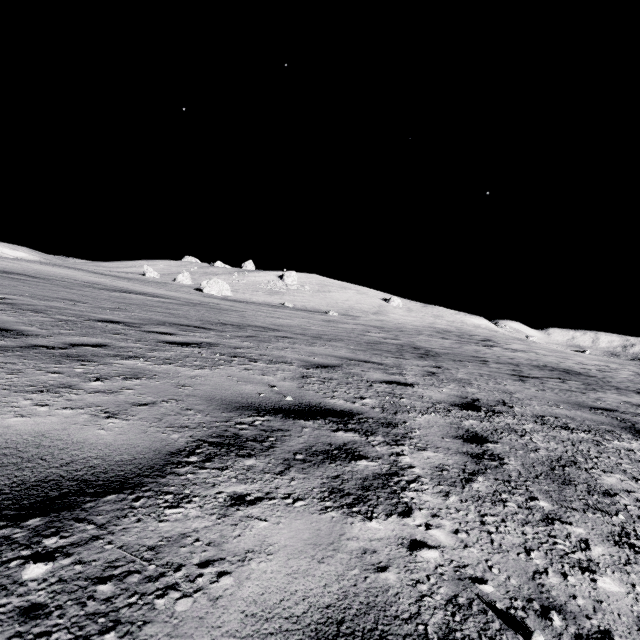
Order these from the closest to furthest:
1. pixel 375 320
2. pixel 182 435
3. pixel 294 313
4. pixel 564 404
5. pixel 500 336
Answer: pixel 182 435 < pixel 564 404 < pixel 294 313 < pixel 375 320 < pixel 500 336

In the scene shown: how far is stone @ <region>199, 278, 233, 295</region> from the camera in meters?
41.4

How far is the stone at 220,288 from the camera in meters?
41.4 m
